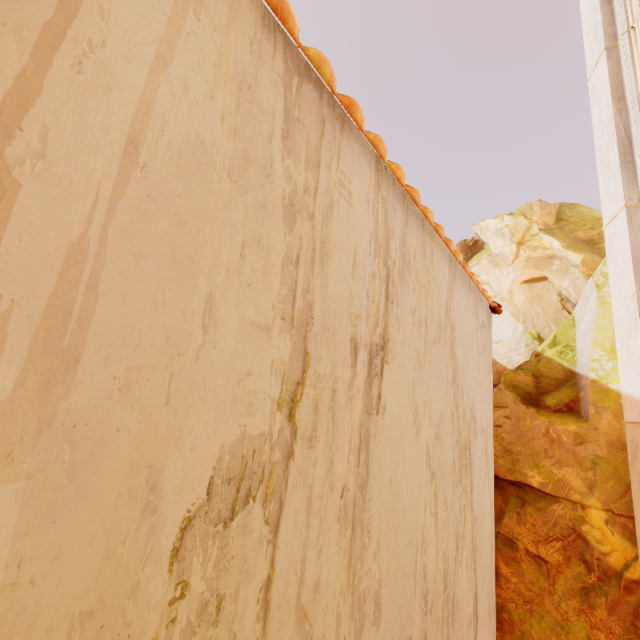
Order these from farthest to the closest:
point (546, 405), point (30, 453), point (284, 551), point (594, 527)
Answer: point (546, 405), point (594, 527), point (284, 551), point (30, 453)

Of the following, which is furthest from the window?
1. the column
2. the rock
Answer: the rock

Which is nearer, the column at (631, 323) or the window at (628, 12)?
the column at (631, 323)

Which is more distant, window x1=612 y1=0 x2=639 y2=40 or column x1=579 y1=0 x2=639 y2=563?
window x1=612 y1=0 x2=639 y2=40

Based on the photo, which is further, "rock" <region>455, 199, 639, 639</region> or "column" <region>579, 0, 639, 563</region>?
"rock" <region>455, 199, 639, 639</region>

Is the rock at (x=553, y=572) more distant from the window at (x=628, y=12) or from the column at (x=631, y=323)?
the window at (x=628, y=12)

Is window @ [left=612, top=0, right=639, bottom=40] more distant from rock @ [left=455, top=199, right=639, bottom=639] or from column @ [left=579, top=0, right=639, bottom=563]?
rock @ [left=455, top=199, right=639, bottom=639]
